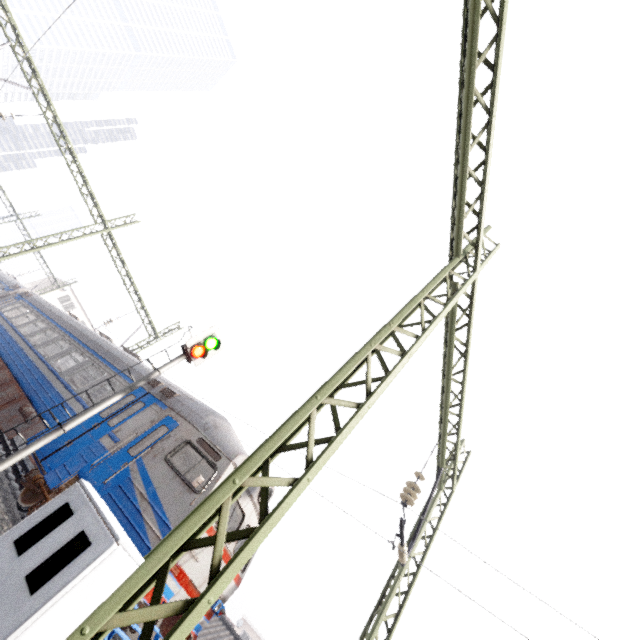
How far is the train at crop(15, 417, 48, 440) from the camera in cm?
889

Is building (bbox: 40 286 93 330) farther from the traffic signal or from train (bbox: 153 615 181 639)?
the traffic signal

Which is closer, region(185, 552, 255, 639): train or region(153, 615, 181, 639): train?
region(153, 615, 181, 639): train

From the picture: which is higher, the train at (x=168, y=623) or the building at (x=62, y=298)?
the building at (x=62, y=298)

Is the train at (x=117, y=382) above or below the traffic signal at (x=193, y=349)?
below

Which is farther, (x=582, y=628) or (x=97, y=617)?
(x=582, y=628)

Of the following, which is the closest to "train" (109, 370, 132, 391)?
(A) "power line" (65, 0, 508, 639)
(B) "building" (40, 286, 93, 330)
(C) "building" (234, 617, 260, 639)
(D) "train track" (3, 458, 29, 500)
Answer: (D) "train track" (3, 458, 29, 500)
